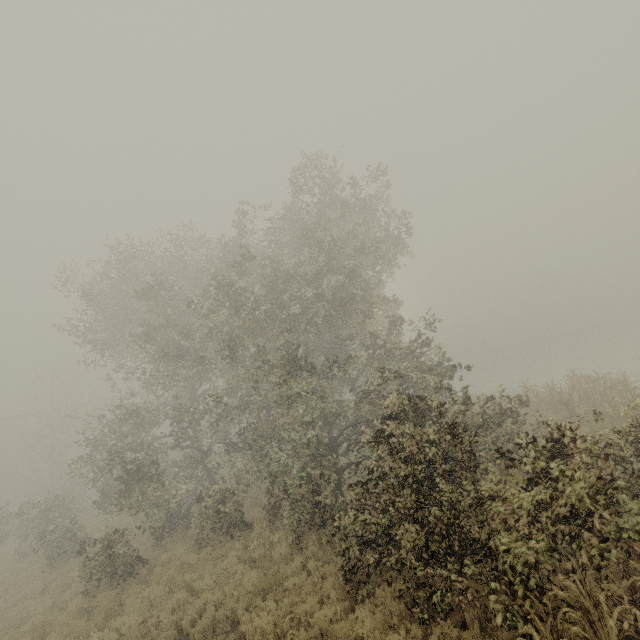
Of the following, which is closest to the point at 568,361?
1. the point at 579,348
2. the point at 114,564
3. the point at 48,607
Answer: the point at 579,348
